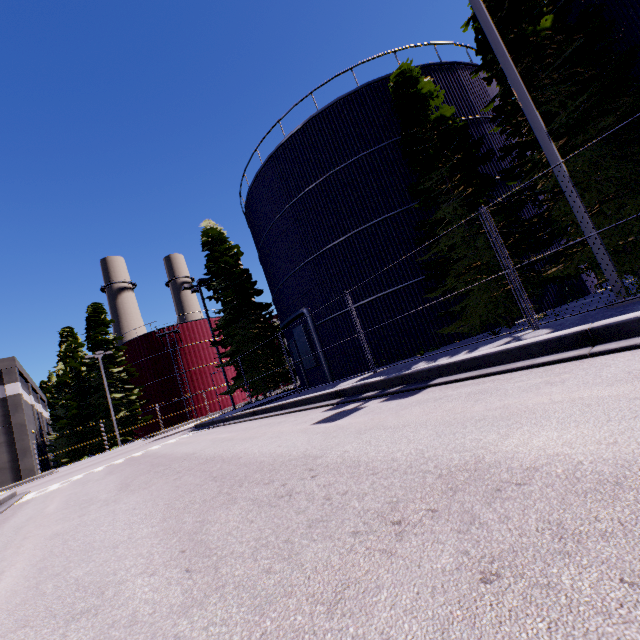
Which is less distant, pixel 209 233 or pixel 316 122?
pixel 316 122

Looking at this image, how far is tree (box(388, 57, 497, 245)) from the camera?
10.7 meters

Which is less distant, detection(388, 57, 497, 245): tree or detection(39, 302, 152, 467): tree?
detection(388, 57, 497, 245): tree

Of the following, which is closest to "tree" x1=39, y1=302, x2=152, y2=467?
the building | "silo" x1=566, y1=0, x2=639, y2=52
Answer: "silo" x1=566, y1=0, x2=639, y2=52

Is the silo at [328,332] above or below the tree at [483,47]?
below

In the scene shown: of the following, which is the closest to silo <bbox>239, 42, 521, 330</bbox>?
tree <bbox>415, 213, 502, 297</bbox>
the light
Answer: tree <bbox>415, 213, 502, 297</bbox>

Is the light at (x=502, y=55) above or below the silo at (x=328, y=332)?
above
